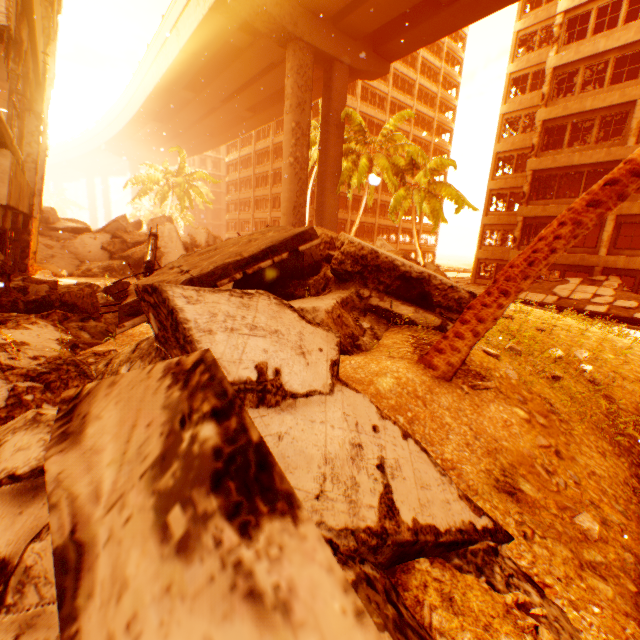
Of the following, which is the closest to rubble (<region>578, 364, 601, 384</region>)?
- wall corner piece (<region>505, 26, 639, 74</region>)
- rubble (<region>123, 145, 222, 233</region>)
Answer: rubble (<region>123, 145, 222, 233</region>)

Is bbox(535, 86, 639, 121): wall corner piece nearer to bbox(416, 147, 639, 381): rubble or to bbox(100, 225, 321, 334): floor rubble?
bbox(416, 147, 639, 381): rubble

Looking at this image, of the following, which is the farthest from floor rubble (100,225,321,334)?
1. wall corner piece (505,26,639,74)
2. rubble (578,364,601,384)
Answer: wall corner piece (505,26,639,74)

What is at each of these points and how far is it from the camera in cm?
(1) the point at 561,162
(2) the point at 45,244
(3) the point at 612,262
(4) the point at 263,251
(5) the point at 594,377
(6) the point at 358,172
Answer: (1) wall corner piece, 2028
(2) rock pile, 1332
(3) wall corner piece, 1884
(4) floor rubble, 577
(5) rubble, 749
(6) rubble, 2097

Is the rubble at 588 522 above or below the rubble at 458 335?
below

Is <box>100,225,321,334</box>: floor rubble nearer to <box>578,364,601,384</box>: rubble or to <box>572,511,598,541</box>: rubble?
<box>572,511,598,541</box>: rubble

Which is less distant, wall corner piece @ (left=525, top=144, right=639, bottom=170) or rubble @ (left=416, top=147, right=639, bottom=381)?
rubble @ (left=416, top=147, right=639, bottom=381)

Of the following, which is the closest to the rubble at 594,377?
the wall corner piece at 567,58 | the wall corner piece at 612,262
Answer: the wall corner piece at 612,262
